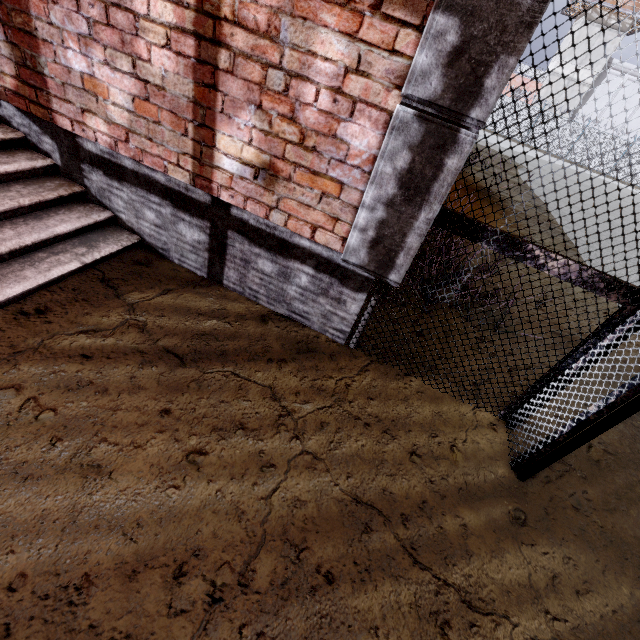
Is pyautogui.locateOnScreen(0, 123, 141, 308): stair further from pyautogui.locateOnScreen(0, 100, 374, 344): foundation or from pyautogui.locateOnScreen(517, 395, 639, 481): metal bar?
pyautogui.locateOnScreen(517, 395, 639, 481): metal bar

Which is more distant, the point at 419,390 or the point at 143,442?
the point at 419,390

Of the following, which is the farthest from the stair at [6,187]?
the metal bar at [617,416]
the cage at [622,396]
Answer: the metal bar at [617,416]

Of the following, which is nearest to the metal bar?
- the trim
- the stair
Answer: the trim

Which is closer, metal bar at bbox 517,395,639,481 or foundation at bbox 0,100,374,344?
metal bar at bbox 517,395,639,481

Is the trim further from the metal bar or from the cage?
the metal bar

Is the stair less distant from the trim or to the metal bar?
the trim

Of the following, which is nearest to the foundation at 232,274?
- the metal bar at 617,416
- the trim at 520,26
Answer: the trim at 520,26
